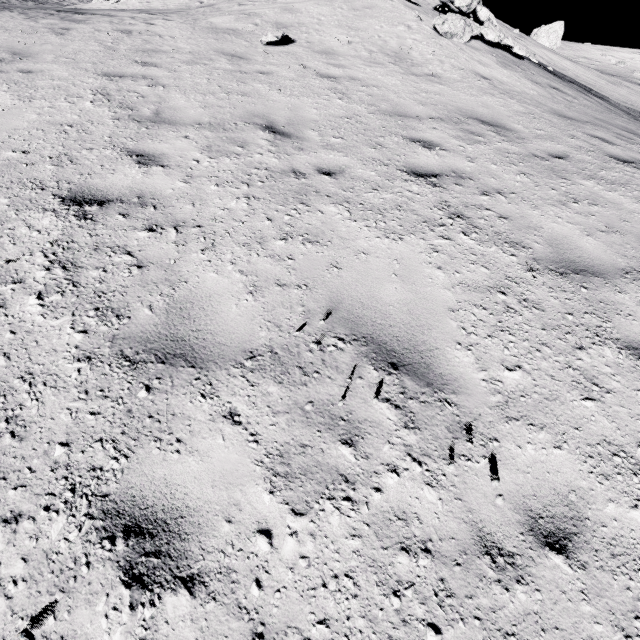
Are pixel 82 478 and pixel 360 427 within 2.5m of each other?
yes

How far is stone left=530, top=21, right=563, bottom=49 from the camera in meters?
36.0

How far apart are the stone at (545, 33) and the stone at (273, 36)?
45.6 meters

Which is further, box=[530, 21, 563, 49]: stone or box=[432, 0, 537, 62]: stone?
box=[530, 21, 563, 49]: stone

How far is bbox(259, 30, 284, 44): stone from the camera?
7.9m

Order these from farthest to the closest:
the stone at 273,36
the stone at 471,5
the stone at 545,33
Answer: the stone at 545,33
the stone at 471,5
the stone at 273,36

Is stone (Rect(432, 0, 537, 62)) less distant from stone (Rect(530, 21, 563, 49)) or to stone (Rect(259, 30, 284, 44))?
stone (Rect(259, 30, 284, 44))
